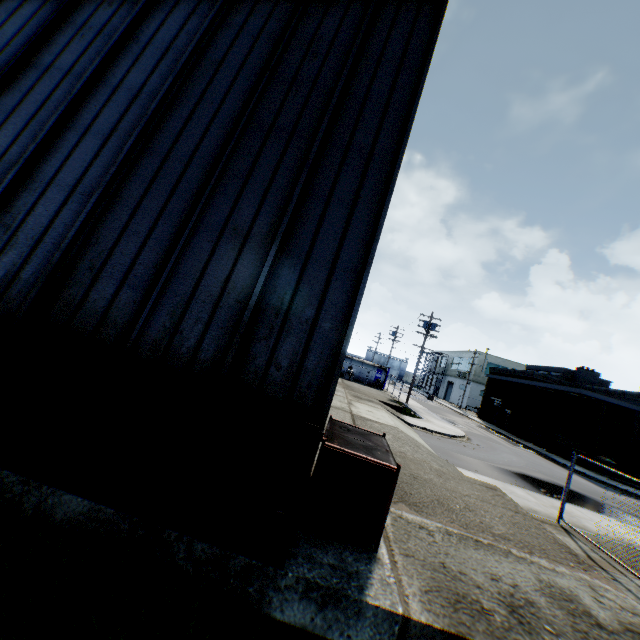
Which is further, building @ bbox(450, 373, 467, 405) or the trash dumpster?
building @ bbox(450, 373, 467, 405)

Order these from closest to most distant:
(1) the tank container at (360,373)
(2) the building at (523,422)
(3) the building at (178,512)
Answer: (3) the building at (178,512), (2) the building at (523,422), (1) the tank container at (360,373)

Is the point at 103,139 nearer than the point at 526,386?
Yes

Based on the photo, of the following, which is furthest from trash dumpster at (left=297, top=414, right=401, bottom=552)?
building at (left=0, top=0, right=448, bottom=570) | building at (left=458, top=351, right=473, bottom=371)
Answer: building at (left=458, top=351, right=473, bottom=371)

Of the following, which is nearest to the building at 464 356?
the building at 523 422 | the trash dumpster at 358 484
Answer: the building at 523 422

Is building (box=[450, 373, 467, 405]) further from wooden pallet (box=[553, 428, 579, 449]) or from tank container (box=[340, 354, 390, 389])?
wooden pallet (box=[553, 428, 579, 449])

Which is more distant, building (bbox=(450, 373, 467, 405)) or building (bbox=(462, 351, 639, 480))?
building (bbox=(450, 373, 467, 405))

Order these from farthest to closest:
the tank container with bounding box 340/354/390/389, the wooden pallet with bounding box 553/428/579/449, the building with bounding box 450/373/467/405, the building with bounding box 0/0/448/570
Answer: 1. the building with bounding box 450/373/467/405
2. the tank container with bounding box 340/354/390/389
3. the wooden pallet with bounding box 553/428/579/449
4. the building with bounding box 0/0/448/570
